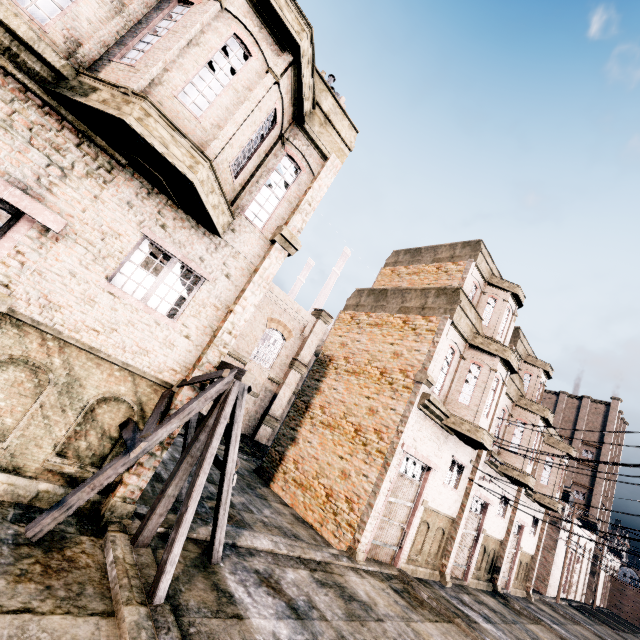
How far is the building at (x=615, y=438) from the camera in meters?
20.4

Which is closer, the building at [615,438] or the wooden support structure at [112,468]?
the wooden support structure at [112,468]

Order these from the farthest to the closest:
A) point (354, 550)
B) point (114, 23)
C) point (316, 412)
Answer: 1. point (316, 412)
2. point (354, 550)
3. point (114, 23)

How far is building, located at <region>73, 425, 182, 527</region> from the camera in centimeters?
654cm

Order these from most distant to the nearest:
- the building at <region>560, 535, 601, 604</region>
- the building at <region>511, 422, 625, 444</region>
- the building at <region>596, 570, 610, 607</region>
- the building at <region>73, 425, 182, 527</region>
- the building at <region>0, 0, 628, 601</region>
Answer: the building at <region>596, 570, 610, 607</region>, the building at <region>560, 535, 601, 604</region>, the building at <region>511, 422, 625, 444</region>, the building at <region>73, 425, 182, 527</region>, the building at <region>0, 0, 628, 601</region>

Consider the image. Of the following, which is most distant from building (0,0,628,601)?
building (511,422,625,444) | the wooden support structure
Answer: building (511,422,625,444)

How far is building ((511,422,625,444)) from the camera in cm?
2041
